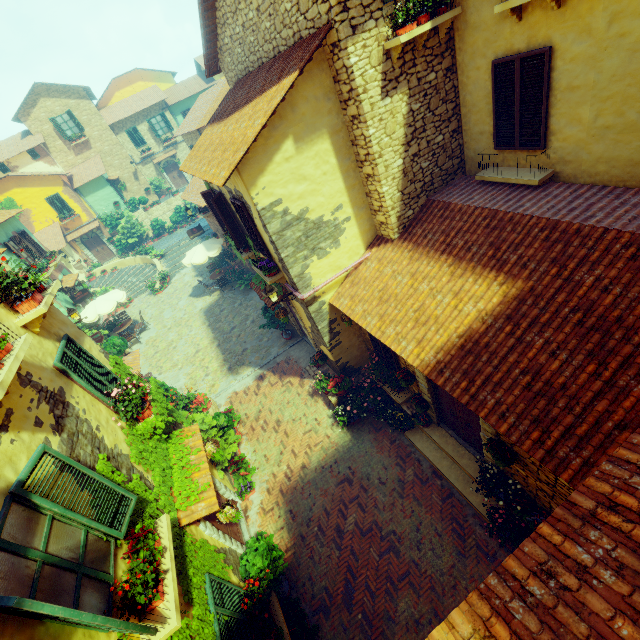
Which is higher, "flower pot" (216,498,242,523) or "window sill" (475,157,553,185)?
"window sill" (475,157,553,185)

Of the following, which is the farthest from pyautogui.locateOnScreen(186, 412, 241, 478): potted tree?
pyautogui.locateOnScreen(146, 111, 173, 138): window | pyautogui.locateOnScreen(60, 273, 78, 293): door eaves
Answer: pyautogui.locateOnScreen(146, 111, 173, 138): window

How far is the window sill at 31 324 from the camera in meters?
5.5 m

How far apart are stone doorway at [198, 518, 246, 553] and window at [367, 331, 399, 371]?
5.74m

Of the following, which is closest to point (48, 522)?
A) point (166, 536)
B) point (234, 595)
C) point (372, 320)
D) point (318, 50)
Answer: point (166, 536)

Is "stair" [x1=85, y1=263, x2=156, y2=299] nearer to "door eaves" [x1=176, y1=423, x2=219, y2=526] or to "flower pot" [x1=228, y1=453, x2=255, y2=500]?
"flower pot" [x1=228, y1=453, x2=255, y2=500]

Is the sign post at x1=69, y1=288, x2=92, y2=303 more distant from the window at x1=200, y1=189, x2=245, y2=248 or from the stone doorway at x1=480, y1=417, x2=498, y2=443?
the stone doorway at x1=480, y1=417, x2=498, y2=443

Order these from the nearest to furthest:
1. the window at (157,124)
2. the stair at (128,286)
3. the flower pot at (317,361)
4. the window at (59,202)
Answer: the flower pot at (317,361) → the stair at (128,286) → the window at (59,202) → the window at (157,124)
